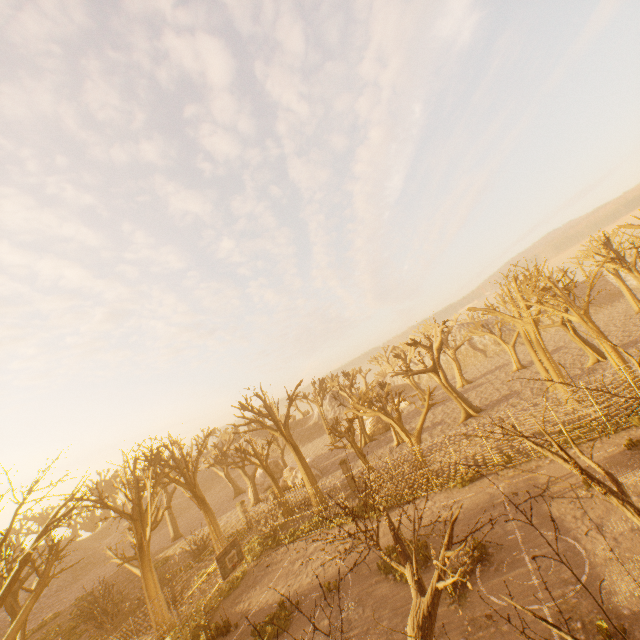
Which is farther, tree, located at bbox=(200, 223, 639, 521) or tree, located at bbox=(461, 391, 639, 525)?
tree, located at bbox=(200, 223, 639, 521)

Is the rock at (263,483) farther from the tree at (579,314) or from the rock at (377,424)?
the rock at (377,424)

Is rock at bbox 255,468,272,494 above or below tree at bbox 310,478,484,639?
below

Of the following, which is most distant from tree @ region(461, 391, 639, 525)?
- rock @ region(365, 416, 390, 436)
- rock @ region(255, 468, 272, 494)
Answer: rock @ region(365, 416, 390, 436)

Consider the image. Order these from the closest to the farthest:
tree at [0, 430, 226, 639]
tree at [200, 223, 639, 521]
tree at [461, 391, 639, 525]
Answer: tree at [461, 391, 639, 525] < tree at [0, 430, 226, 639] < tree at [200, 223, 639, 521]

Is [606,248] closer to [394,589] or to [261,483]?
[394,589]
